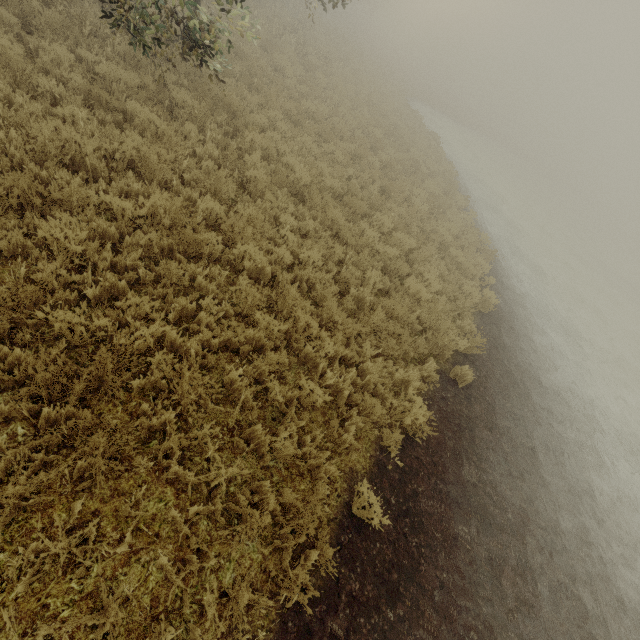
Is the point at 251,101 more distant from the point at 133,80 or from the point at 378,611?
the point at 378,611
